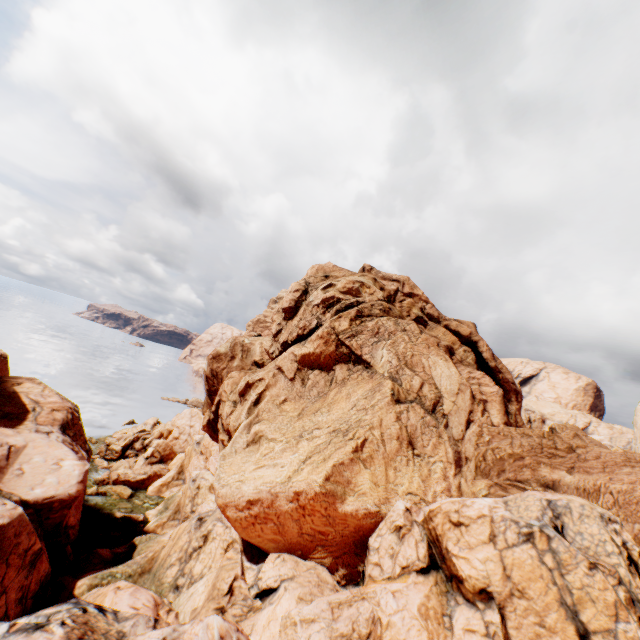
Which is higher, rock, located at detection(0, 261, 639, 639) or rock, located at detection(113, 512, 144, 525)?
rock, located at detection(0, 261, 639, 639)

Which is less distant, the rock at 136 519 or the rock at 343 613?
the rock at 343 613

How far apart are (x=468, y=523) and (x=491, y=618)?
3.82m

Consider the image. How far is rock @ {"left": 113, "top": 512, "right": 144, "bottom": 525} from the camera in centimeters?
3647cm

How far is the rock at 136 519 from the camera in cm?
3647

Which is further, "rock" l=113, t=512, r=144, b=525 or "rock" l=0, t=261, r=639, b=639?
"rock" l=113, t=512, r=144, b=525
